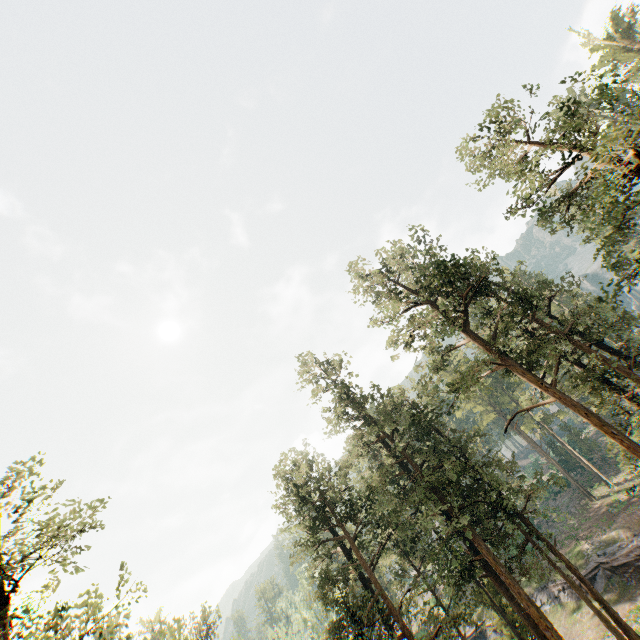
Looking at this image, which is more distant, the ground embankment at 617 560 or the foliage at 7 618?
the ground embankment at 617 560

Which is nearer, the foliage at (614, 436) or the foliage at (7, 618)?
the foliage at (7, 618)

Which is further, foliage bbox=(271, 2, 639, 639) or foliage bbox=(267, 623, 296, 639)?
foliage bbox=(267, 623, 296, 639)

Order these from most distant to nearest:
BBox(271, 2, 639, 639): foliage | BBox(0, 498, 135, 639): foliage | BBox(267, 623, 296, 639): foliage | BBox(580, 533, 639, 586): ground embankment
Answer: BBox(267, 623, 296, 639): foliage
BBox(580, 533, 639, 586): ground embankment
BBox(271, 2, 639, 639): foliage
BBox(0, 498, 135, 639): foliage

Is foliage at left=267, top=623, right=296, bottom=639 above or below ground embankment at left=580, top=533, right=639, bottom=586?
above

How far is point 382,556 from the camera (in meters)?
49.44

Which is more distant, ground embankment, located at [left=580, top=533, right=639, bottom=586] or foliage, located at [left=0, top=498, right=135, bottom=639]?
ground embankment, located at [left=580, top=533, right=639, bottom=586]
